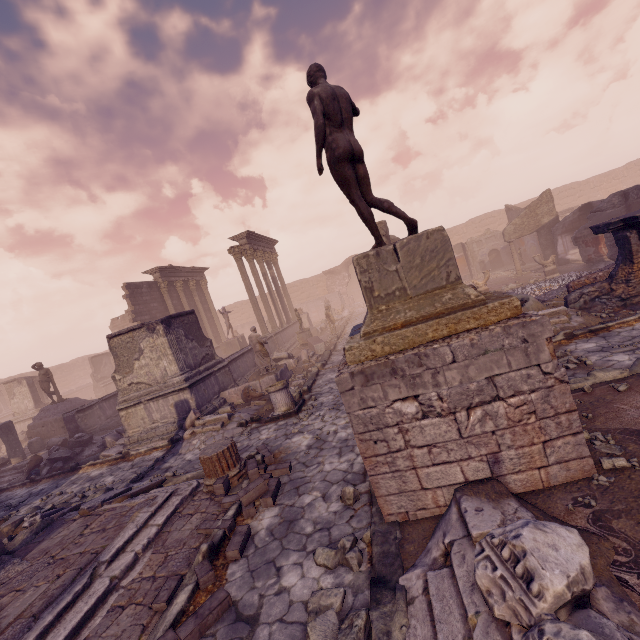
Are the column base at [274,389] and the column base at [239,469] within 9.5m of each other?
yes

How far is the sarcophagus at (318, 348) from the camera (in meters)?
16.45

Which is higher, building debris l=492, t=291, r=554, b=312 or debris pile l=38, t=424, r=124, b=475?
building debris l=492, t=291, r=554, b=312

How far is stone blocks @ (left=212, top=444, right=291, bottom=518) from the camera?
5.2 meters

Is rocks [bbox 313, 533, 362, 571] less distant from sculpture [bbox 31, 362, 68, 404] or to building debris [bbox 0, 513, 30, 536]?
building debris [bbox 0, 513, 30, 536]

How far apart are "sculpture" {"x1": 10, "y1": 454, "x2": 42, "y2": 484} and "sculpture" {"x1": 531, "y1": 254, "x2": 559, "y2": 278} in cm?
2252

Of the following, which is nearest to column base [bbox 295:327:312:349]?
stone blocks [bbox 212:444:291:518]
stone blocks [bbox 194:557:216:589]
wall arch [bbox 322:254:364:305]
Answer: stone blocks [bbox 212:444:291:518]

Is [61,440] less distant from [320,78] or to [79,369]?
[320,78]
